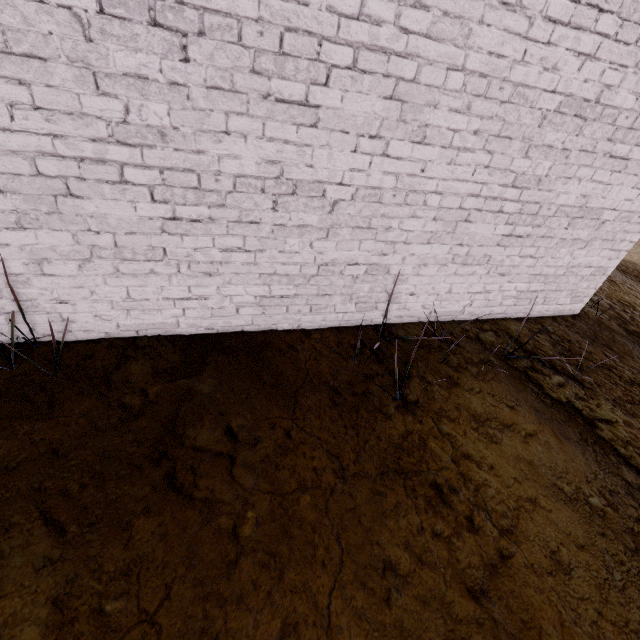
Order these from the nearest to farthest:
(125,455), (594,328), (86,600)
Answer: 1. (86,600)
2. (125,455)
3. (594,328)
